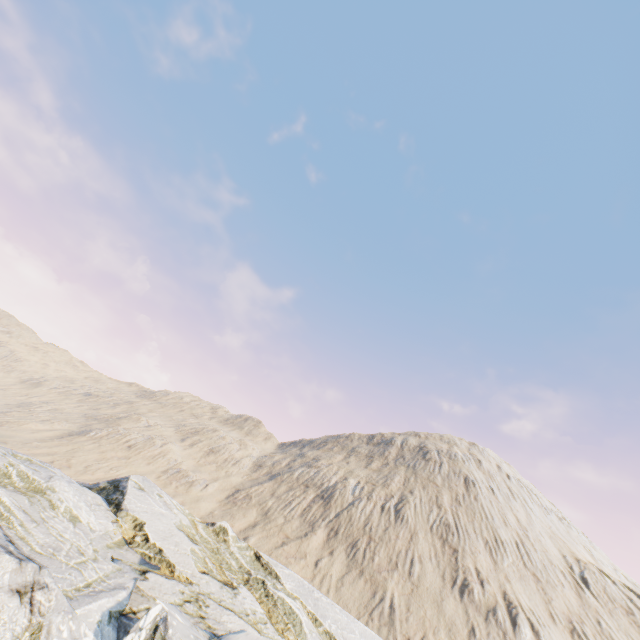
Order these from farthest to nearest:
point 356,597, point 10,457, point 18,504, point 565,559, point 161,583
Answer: point 565,559
point 356,597
point 10,457
point 161,583
point 18,504
